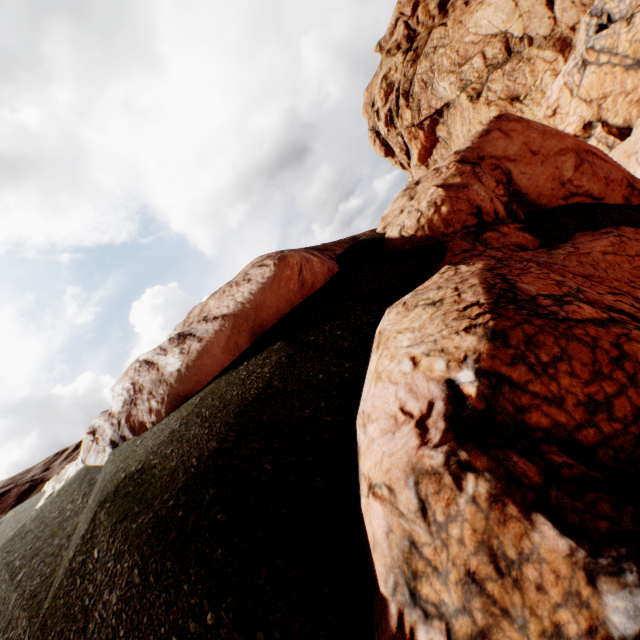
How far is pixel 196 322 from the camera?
7.42m
